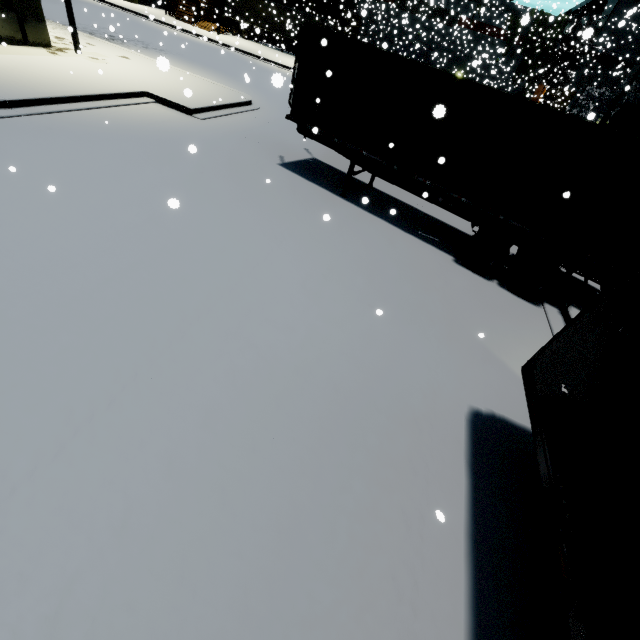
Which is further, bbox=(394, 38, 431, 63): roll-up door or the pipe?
bbox=(394, 38, 431, 63): roll-up door

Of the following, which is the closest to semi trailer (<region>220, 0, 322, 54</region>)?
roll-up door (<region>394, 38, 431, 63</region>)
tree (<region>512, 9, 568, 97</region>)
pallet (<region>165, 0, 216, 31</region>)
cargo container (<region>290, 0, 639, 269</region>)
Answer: cargo container (<region>290, 0, 639, 269</region>)

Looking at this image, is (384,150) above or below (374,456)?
above

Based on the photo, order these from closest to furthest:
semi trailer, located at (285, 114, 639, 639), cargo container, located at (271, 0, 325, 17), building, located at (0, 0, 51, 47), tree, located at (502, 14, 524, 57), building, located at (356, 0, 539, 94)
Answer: semi trailer, located at (285, 114, 639, 639) < building, located at (0, 0, 51, 47) < tree, located at (502, 14, 524, 57) < building, located at (356, 0, 539, 94) < cargo container, located at (271, 0, 325, 17)

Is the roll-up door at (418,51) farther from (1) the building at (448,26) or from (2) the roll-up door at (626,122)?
(2) the roll-up door at (626,122)

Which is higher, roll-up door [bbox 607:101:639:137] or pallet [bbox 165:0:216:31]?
roll-up door [bbox 607:101:639:137]

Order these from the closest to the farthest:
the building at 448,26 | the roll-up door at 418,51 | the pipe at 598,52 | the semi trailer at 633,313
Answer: the semi trailer at 633,313 → the building at 448,26 → the pipe at 598,52 → the roll-up door at 418,51

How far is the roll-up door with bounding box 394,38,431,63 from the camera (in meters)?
43.06
